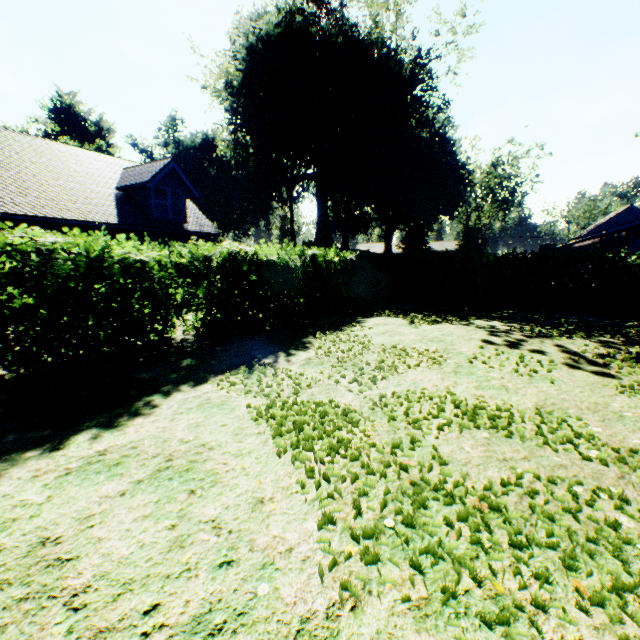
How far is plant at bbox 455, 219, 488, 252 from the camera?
45.3 meters

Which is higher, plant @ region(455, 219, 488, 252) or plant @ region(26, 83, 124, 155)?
plant @ region(26, 83, 124, 155)

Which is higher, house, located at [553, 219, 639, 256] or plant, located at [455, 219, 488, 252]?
plant, located at [455, 219, 488, 252]

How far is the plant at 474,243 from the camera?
45.3m

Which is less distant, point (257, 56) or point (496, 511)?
point (496, 511)
